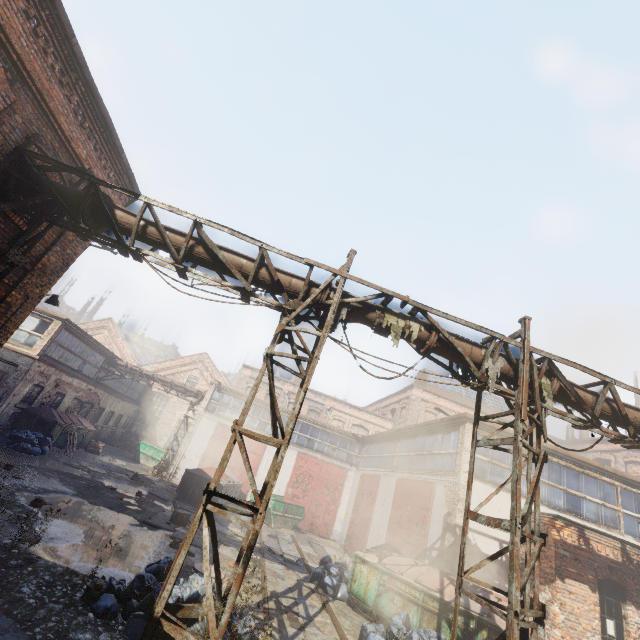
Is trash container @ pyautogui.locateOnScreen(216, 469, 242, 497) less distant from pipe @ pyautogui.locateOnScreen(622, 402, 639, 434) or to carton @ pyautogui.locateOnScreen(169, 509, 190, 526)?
carton @ pyautogui.locateOnScreen(169, 509, 190, 526)

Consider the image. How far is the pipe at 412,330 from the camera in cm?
629

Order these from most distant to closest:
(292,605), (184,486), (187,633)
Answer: (184,486) → (292,605) → (187,633)

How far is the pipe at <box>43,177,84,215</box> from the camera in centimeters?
625cm

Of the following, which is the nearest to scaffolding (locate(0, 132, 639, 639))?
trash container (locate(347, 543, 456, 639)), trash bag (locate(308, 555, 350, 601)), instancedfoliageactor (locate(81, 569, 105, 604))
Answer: instancedfoliageactor (locate(81, 569, 105, 604))

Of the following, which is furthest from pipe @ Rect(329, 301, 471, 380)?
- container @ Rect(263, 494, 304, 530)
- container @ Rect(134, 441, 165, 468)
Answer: container @ Rect(134, 441, 165, 468)

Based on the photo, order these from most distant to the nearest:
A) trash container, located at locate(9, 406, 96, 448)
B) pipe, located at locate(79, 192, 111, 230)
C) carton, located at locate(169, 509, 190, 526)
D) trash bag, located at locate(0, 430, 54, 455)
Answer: trash container, located at locate(9, 406, 96, 448) → trash bag, located at locate(0, 430, 54, 455) → carton, located at locate(169, 509, 190, 526) → pipe, located at locate(79, 192, 111, 230)

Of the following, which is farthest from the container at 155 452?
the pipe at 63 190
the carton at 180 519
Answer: the pipe at 63 190
